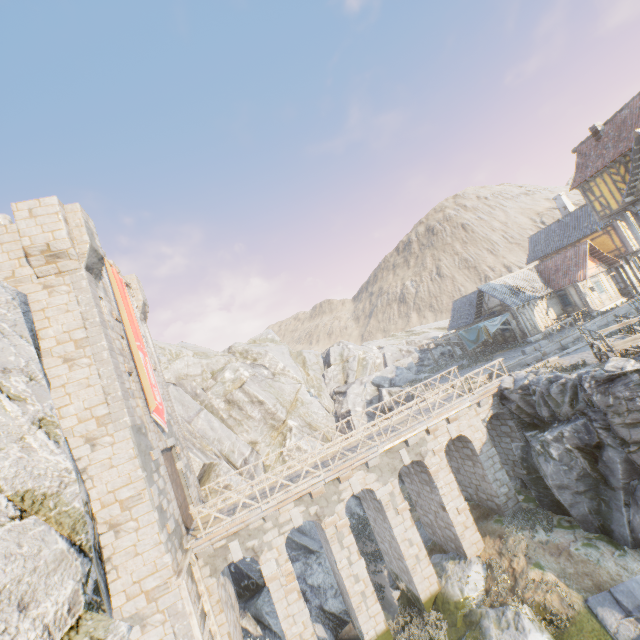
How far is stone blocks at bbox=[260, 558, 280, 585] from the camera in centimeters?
1352cm

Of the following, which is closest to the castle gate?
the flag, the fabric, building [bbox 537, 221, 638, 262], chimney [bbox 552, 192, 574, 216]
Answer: the flag

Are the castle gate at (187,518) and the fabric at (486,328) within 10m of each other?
no

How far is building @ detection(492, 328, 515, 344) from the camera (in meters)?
30.03

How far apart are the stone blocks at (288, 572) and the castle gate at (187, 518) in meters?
3.4

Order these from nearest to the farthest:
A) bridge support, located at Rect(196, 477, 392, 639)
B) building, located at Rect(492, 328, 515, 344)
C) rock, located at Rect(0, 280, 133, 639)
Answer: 1. rock, located at Rect(0, 280, 133, 639)
2. bridge support, located at Rect(196, 477, 392, 639)
3. building, located at Rect(492, 328, 515, 344)

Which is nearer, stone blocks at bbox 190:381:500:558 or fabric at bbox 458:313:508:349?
stone blocks at bbox 190:381:500:558

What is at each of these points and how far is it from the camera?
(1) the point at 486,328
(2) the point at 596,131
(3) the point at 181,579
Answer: (1) fabric, 28.1m
(2) chimney, 22.5m
(3) wooden structure, 10.7m
